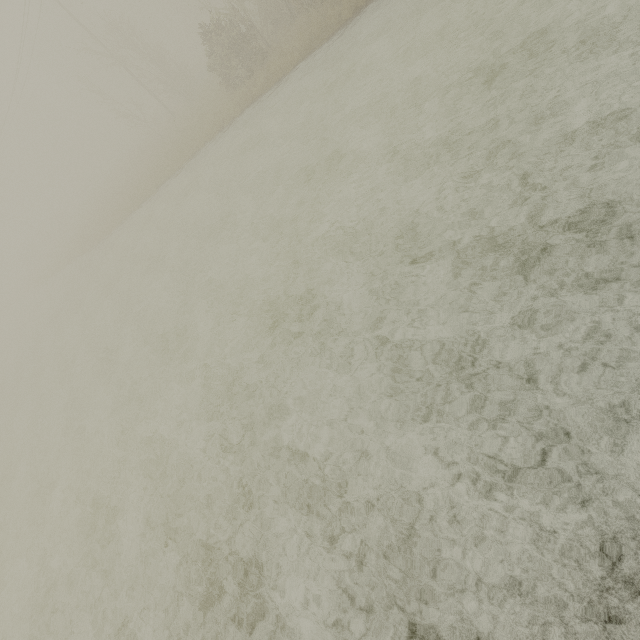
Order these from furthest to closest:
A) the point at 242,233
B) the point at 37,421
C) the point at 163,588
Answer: the point at 37,421 → the point at 242,233 → the point at 163,588
